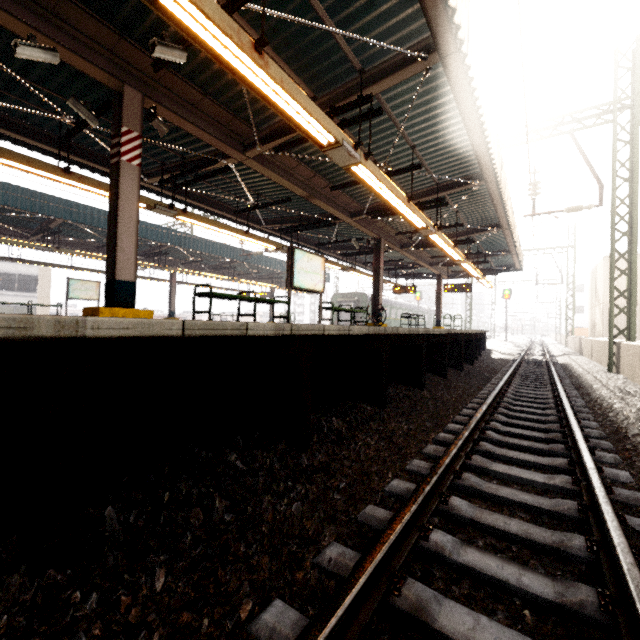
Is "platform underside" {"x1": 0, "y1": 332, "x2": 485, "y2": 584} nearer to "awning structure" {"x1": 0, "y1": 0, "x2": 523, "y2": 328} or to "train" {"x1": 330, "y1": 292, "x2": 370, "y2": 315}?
"awning structure" {"x1": 0, "y1": 0, "x2": 523, "y2": 328}

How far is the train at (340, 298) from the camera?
29.6 meters

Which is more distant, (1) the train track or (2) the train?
(2) the train

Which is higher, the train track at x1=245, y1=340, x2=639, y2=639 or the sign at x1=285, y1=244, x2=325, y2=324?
the sign at x1=285, y1=244, x2=325, y2=324

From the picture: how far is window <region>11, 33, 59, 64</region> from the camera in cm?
405

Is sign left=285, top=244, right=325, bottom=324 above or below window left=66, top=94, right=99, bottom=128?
below

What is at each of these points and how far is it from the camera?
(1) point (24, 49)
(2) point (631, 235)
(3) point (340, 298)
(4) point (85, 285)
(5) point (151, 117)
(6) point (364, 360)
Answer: (1) window, 4.1 meters
(2) power line, 9.9 meters
(3) train, 31.2 meters
(4) sign, 17.5 meters
(5) loudspeaker, 5.5 meters
(6) platform underside, 5.0 meters

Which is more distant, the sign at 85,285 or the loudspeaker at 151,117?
the sign at 85,285
